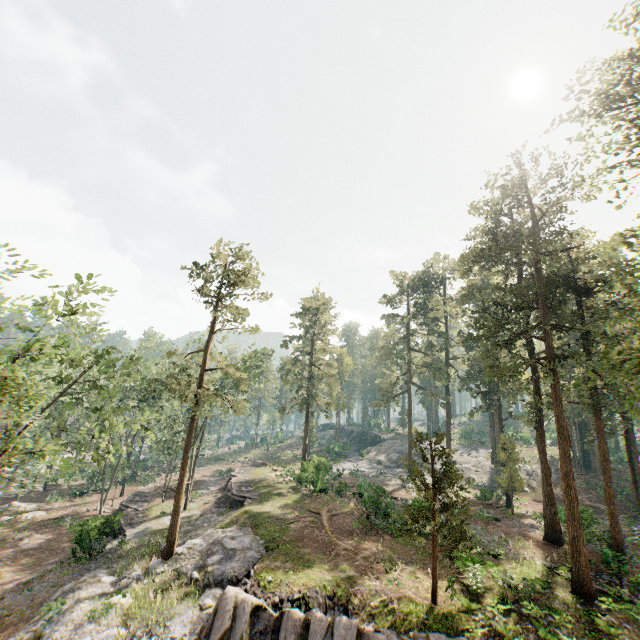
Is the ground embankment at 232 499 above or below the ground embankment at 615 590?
below

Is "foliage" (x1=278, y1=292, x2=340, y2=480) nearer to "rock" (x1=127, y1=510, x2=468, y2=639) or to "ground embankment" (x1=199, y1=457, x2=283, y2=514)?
"rock" (x1=127, y1=510, x2=468, y2=639)

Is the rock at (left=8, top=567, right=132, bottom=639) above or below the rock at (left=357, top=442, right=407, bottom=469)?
below

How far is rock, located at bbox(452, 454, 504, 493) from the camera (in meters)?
41.38

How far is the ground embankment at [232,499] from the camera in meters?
31.6 m

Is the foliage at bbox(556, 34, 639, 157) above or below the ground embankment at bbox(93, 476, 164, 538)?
above

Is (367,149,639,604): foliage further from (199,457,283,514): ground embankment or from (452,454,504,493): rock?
(199,457,283,514): ground embankment

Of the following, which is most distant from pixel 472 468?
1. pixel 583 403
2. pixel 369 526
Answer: pixel 369 526
